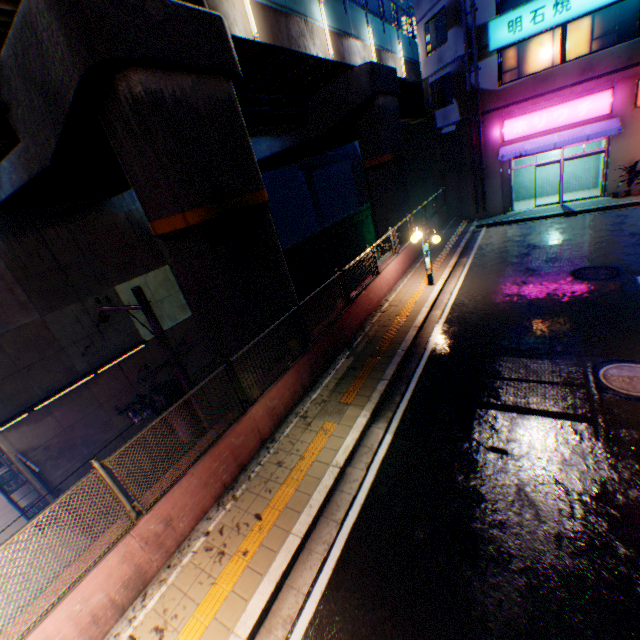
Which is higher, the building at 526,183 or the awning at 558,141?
the awning at 558,141

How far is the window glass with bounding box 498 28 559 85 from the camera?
15.92m

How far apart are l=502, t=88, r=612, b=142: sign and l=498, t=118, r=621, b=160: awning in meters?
0.2

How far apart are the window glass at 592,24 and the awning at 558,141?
3.0 meters

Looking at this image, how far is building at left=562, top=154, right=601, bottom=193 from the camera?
19.1m

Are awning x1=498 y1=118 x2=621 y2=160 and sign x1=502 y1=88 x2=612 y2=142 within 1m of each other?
yes

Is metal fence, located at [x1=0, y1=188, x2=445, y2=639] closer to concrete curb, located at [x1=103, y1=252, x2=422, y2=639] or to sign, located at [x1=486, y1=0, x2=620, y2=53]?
concrete curb, located at [x1=103, y1=252, x2=422, y2=639]

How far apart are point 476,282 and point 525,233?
6.4m
